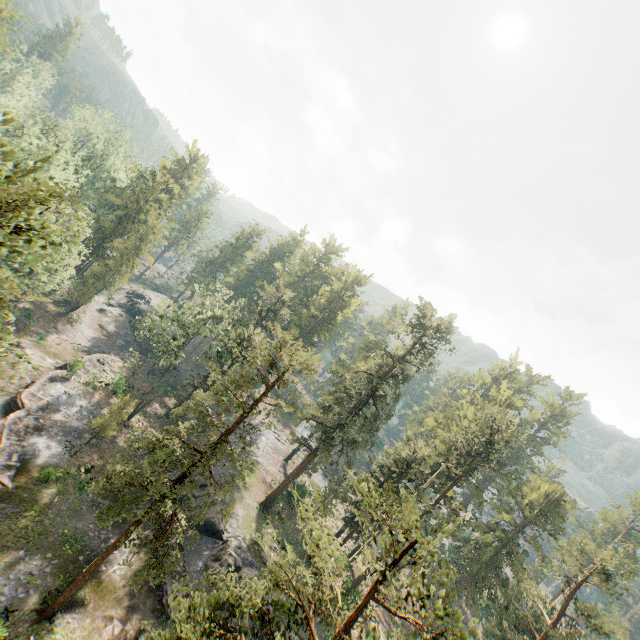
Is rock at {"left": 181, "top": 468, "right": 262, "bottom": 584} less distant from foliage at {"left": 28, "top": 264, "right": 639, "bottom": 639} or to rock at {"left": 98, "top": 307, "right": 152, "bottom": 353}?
foliage at {"left": 28, "top": 264, "right": 639, "bottom": 639}

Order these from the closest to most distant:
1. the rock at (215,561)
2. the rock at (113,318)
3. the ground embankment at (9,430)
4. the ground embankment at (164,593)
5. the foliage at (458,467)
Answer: the foliage at (458,467), the ground embankment at (164,593), the ground embankment at (9,430), the rock at (215,561), the rock at (113,318)

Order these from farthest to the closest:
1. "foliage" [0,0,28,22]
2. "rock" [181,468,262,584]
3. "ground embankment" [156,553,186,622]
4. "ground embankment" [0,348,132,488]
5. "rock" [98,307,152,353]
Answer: "rock" [98,307,152,353] < "foliage" [0,0,28,22] < "rock" [181,468,262,584] < "ground embankment" [0,348,132,488] < "ground embankment" [156,553,186,622]

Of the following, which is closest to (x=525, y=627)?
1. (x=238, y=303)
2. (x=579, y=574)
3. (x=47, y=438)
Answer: (x=579, y=574)

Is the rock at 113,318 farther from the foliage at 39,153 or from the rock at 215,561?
the rock at 215,561

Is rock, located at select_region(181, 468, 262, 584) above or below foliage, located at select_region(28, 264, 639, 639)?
below

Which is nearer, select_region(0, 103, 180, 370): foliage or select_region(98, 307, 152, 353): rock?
select_region(0, 103, 180, 370): foliage

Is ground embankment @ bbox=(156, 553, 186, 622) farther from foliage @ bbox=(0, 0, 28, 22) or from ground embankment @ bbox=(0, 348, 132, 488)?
ground embankment @ bbox=(0, 348, 132, 488)
